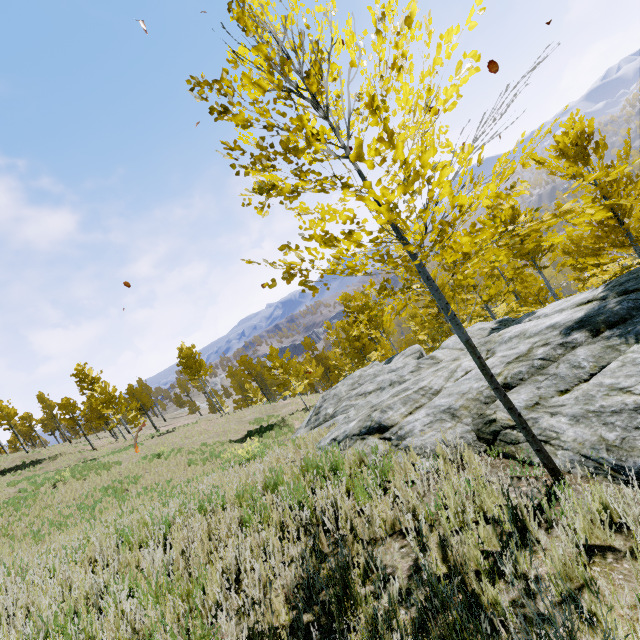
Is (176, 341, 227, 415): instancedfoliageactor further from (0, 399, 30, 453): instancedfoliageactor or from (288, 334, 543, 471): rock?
(0, 399, 30, 453): instancedfoliageactor

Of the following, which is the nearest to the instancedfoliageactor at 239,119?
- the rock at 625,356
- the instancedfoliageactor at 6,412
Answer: the rock at 625,356

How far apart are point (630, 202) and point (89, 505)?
19.9m

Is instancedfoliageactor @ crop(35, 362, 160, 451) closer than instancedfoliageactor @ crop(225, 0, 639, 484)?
No

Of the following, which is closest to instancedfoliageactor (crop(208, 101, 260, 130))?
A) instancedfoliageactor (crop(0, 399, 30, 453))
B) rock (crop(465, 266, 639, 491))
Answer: rock (crop(465, 266, 639, 491))

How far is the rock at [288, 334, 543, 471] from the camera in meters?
4.8

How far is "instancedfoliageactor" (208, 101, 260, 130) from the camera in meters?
3.2
